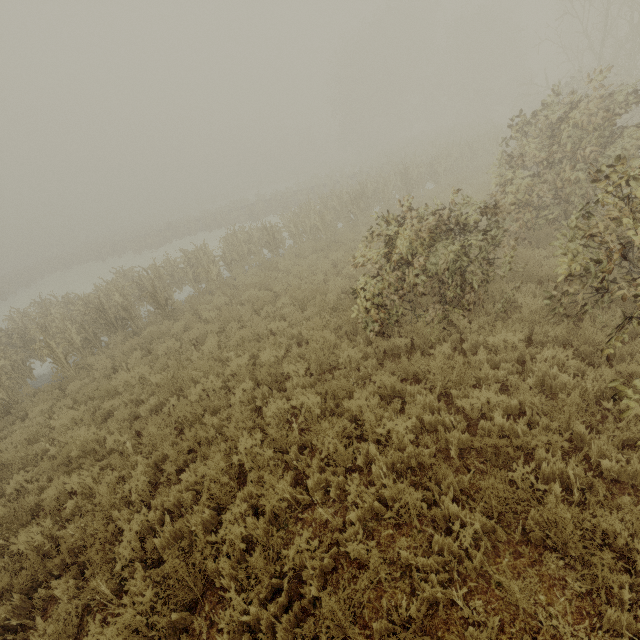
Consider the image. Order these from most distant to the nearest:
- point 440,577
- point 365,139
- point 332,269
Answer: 1. point 365,139
2. point 332,269
3. point 440,577
